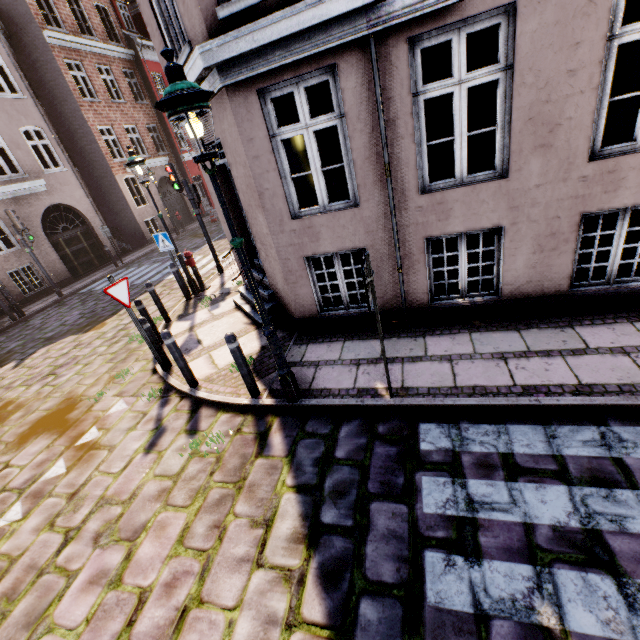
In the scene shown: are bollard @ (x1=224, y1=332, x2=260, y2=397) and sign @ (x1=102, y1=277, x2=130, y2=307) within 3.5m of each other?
yes

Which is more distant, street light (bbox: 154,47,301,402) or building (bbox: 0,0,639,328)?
building (bbox: 0,0,639,328)

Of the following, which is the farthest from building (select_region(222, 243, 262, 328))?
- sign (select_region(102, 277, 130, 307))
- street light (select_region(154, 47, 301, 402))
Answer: sign (select_region(102, 277, 130, 307))

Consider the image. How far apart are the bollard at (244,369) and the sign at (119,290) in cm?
220

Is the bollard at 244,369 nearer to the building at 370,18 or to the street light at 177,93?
the street light at 177,93

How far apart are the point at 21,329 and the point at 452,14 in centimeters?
1443cm

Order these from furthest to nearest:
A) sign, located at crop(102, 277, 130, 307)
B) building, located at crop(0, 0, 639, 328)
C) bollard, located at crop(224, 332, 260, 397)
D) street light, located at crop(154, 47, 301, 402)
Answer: sign, located at crop(102, 277, 130, 307) → bollard, located at crop(224, 332, 260, 397) → building, located at crop(0, 0, 639, 328) → street light, located at crop(154, 47, 301, 402)

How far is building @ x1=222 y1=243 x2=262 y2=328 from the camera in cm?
687
